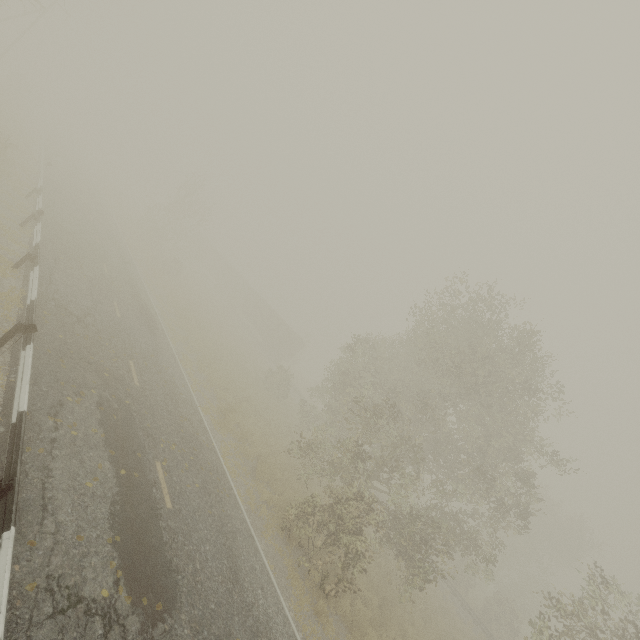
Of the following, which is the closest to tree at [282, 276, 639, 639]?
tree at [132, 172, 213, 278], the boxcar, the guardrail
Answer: the guardrail

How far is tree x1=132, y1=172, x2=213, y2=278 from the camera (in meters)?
36.67

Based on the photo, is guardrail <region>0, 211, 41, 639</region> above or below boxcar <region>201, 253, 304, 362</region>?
below

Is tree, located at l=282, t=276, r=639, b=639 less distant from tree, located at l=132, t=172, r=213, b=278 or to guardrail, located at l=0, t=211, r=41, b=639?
guardrail, located at l=0, t=211, r=41, b=639

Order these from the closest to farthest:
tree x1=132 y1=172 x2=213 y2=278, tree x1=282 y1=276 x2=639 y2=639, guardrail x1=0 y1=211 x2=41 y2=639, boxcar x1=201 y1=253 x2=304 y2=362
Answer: guardrail x1=0 y1=211 x2=41 y2=639
tree x1=282 y1=276 x2=639 y2=639
tree x1=132 y1=172 x2=213 y2=278
boxcar x1=201 y1=253 x2=304 y2=362

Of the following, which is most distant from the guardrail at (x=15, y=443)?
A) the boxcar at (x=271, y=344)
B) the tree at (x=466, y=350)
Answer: the boxcar at (x=271, y=344)

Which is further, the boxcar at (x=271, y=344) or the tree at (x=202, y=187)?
the boxcar at (x=271, y=344)

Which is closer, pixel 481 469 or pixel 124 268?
pixel 481 469
